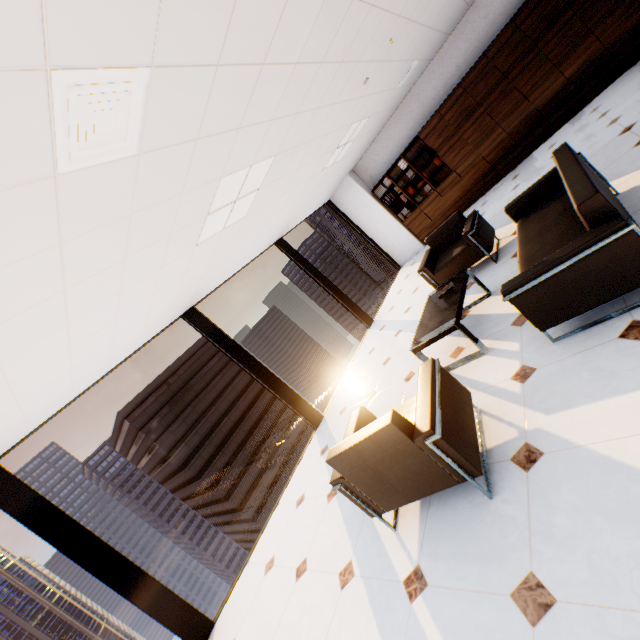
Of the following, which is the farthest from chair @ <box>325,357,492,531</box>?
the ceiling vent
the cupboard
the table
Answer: the cupboard

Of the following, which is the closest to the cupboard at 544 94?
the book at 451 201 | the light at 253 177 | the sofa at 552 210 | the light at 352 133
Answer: the book at 451 201

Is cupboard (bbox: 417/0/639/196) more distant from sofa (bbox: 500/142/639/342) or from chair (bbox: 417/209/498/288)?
sofa (bbox: 500/142/639/342)

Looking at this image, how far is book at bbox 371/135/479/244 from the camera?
8.0 meters

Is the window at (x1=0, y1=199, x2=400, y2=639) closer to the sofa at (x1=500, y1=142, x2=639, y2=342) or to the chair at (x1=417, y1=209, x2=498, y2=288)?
the chair at (x1=417, y1=209, x2=498, y2=288)

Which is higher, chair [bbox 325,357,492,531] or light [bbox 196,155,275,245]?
light [bbox 196,155,275,245]

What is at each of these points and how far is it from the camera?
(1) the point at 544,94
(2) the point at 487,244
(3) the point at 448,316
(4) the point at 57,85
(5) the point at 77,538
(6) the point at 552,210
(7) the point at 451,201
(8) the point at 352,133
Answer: (1) cupboard, 6.4 meters
(2) chair, 4.4 meters
(3) table, 3.3 meters
(4) ceiling vent, 1.3 meters
(5) window, 3.4 meters
(6) sofa, 3.1 meters
(7) book, 8.2 meters
(8) light, 6.0 meters

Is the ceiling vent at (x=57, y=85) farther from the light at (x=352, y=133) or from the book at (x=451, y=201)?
the book at (x=451, y=201)
